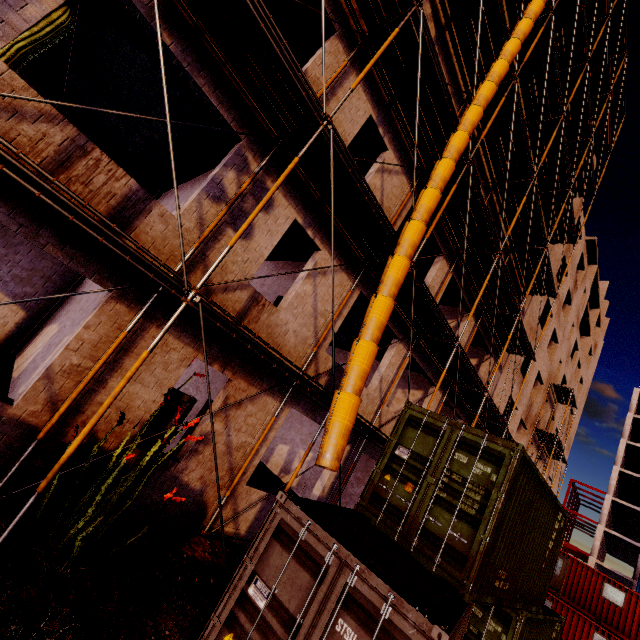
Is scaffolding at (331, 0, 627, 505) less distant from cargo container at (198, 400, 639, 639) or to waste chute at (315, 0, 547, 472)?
waste chute at (315, 0, 547, 472)

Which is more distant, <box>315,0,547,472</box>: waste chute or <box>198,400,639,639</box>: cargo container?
<box>315,0,547,472</box>: waste chute

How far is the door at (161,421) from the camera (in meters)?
6.96

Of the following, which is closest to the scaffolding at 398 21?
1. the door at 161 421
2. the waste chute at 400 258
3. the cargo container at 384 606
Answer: the waste chute at 400 258

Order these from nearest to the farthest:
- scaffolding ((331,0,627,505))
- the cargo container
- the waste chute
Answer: the cargo container
the waste chute
scaffolding ((331,0,627,505))

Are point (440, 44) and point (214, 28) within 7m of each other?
no

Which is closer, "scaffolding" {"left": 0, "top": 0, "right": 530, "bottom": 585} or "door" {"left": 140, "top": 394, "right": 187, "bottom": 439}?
"scaffolding" {"left": 0, "top": 0, "right": 530, "bottom": 585}

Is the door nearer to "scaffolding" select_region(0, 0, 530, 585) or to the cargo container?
"scaffolding" select_region(0, 0, 530, 585)
